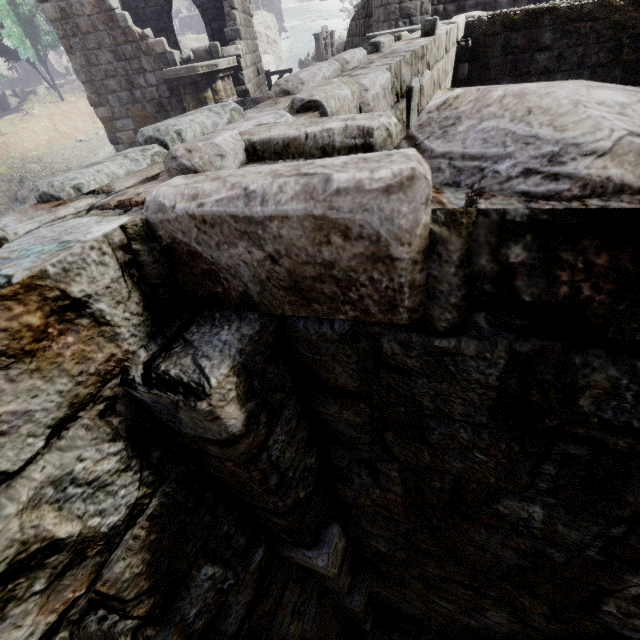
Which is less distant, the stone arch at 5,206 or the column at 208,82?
the column at 208,82

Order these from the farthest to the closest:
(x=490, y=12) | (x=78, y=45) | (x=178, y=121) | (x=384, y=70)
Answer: (x=78, y=45), (x=490, y=12), (x=384, y=70), (x=178, y=121)

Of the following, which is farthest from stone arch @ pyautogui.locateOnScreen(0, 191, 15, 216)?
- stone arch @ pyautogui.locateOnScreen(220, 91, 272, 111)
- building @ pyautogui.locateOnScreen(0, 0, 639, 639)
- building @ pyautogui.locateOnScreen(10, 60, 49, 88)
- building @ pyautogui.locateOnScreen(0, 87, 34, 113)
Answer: building @ pyautogui.locateOnScreen(10, 60, 49, 88)

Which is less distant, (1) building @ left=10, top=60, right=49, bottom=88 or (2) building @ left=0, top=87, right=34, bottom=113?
(2) building @ left=0, top=87, right=34, bottom=113

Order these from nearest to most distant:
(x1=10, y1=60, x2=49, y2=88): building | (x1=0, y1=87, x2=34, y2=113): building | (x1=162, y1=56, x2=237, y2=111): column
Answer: (x1=162, y1=56, x2=237, y2=111): column, (x1=0, y1=87, x2=34, y2=113): building, (x1=10, y1=60, x2=49, y2=88): building

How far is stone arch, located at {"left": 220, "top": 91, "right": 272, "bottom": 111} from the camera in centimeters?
1077cm

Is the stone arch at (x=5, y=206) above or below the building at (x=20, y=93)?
below

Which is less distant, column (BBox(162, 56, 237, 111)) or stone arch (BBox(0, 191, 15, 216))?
column (BBox(162, 56, 237, 111))
